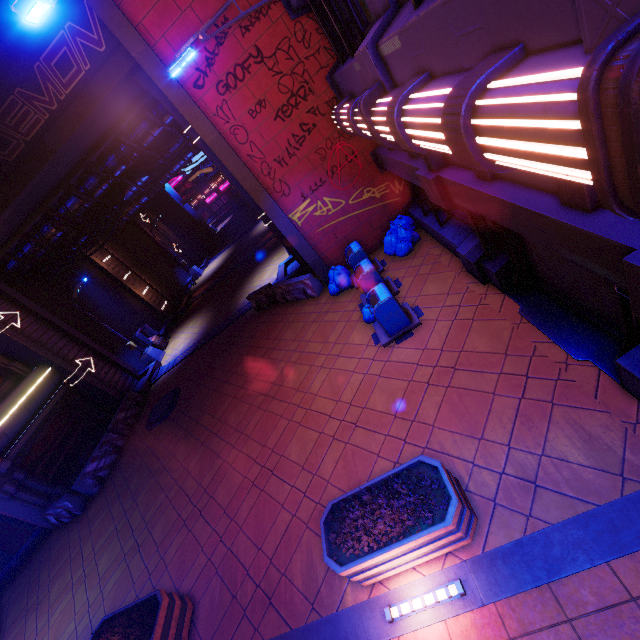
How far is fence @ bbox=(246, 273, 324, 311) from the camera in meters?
12.6

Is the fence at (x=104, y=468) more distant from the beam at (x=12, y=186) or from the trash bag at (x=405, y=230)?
the trash bag at (x=405, y=230)

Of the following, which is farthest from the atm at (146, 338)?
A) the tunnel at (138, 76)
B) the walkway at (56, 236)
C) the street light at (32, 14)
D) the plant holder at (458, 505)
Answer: the street light at (32, 14)

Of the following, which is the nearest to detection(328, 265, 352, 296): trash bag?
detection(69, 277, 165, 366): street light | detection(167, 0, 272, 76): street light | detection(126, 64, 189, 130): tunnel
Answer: detection(126, 64, 189, 130): tunnel

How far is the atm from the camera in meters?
20.6 m

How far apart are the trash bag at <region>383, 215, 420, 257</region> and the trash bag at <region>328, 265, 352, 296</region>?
1.48m

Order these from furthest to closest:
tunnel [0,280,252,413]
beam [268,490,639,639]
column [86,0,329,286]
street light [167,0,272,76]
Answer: tunnel [0,280,252,413], column [86,0,329,286], street light [167,0,272,76], beam [268,490,639,639]

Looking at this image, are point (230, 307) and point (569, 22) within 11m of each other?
no
